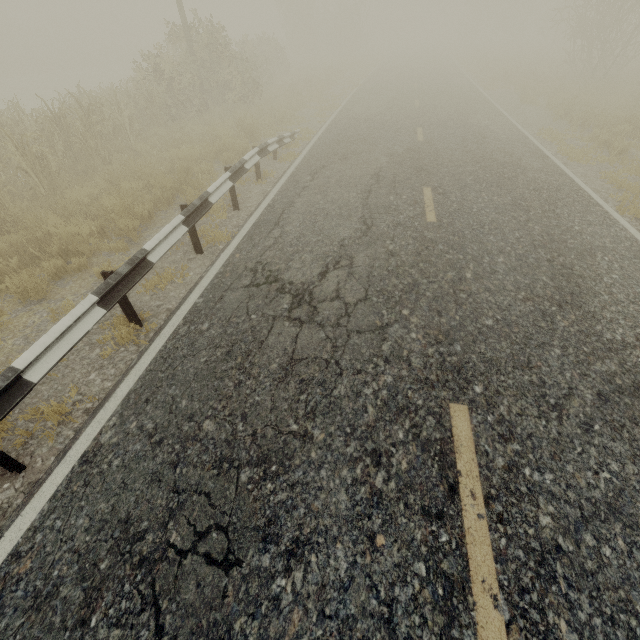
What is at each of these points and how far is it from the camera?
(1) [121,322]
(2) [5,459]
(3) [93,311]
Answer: (1) tree, 4.56m
(2) guardrail, 2.96m
(3) guardrail, 3.60m

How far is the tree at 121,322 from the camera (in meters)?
4.26

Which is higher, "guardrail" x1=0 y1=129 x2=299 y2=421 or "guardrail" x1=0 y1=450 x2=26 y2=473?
"guardrail" x1=0 y1=129 x2=299 y2=421

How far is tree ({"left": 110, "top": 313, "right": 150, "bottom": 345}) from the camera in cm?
426

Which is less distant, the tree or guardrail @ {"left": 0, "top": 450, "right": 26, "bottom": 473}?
guardrail @ {"left": 0, "top": 450, "right": 26, "bottom": 473}

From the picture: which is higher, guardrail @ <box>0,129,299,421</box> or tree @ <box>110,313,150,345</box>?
guardrail @ <box>0,129,299,421</box>

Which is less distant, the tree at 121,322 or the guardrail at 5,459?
the guardrail at 5,459
